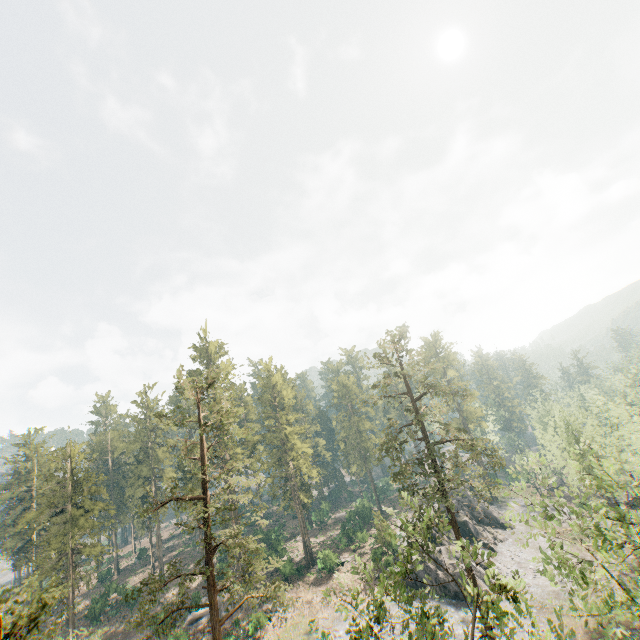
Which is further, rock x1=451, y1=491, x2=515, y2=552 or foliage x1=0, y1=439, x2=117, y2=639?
rock x1=451, y1=491, x2=515, y2=552

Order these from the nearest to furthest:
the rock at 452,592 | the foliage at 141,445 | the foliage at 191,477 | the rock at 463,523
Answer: the foliage at 191,477
the rock at 452,592
the rock at 463,523
the foliage at 141,445

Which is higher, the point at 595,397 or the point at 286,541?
the point at 595,397

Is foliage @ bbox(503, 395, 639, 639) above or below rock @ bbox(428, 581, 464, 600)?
above

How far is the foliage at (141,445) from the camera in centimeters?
5600cm

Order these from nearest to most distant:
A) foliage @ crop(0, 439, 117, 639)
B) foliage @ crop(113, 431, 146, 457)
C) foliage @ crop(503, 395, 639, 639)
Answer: foliage @ crop(0, 439, 117, 639)
foliage @ crop(503, 395, 639, 639)
foliage @ crop(113, 431, 146, 457)

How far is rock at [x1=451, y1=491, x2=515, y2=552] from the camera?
46.2 meters
